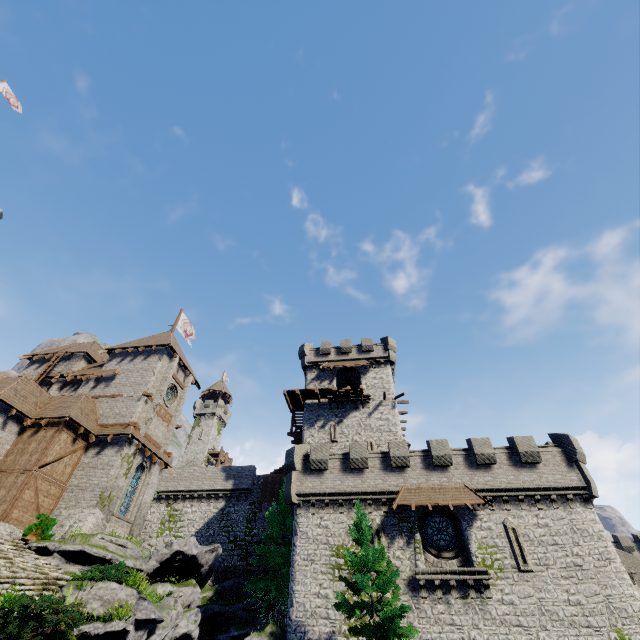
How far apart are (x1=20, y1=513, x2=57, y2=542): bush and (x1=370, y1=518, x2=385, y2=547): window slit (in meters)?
18.93

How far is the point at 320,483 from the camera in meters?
23.5 m

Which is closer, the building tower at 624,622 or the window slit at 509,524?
the building tower at 624,622

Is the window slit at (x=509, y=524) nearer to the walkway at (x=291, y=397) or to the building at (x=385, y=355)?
the building at (x=385, y=355)

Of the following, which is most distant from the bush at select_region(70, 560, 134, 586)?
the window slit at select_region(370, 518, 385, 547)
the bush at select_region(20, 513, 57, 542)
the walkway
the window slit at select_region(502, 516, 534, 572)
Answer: the window slit at select_region(502, 516, 534, 572)

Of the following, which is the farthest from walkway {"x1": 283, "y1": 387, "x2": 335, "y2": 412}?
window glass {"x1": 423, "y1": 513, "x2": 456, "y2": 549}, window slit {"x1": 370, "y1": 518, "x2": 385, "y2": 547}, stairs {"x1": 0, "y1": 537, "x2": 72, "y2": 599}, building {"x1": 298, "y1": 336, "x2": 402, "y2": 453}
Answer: stairs {"x1": 0, "y1": 537, "x2": 72, "y2": 599}

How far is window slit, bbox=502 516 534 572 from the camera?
18.92m

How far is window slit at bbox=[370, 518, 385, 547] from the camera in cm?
2073
